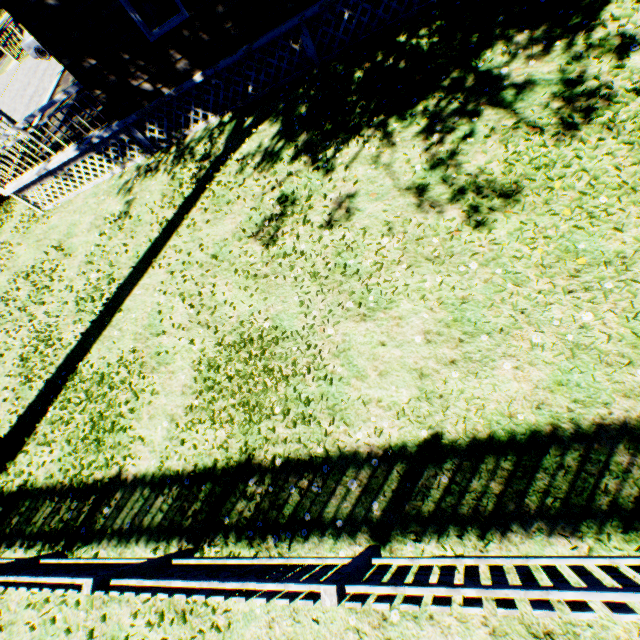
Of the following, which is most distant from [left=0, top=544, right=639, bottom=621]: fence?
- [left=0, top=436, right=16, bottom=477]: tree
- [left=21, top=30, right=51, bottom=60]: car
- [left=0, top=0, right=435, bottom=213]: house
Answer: [left=0, top=0, right=435, bottom=213]: house

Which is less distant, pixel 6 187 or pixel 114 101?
pixel 114 101

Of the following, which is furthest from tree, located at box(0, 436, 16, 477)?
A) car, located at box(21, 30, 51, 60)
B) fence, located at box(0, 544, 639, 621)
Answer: car, located at box(21, 30, 51, 60)

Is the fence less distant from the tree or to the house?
the tree

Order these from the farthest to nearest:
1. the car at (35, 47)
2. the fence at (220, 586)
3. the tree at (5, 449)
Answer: the car at (35, 47) < the tree at (5, 449) < the fence at (220, 586)

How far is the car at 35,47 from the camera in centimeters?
1845cm
